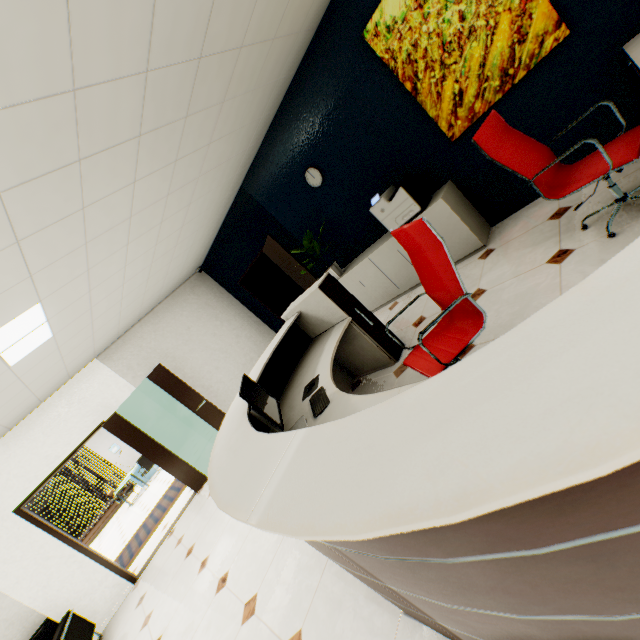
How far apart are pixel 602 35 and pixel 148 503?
12.1 meters

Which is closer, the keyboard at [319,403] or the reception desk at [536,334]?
the reception desk at [536,334]

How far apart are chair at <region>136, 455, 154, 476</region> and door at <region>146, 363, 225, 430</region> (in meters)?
7.28

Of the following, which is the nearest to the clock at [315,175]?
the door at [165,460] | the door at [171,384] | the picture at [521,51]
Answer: the picture at [521,51]

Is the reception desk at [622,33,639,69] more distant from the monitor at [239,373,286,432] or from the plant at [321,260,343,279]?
the plant at [321,260,343,279]

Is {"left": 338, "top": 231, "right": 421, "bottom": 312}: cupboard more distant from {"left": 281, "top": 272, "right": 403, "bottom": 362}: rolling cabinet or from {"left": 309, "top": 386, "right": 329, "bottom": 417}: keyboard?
{"left": 309, "top": 386, "right": 329, "bottom": 417}: keyboard

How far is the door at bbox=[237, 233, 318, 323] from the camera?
4.9m

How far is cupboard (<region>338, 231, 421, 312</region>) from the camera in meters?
4.4 m
